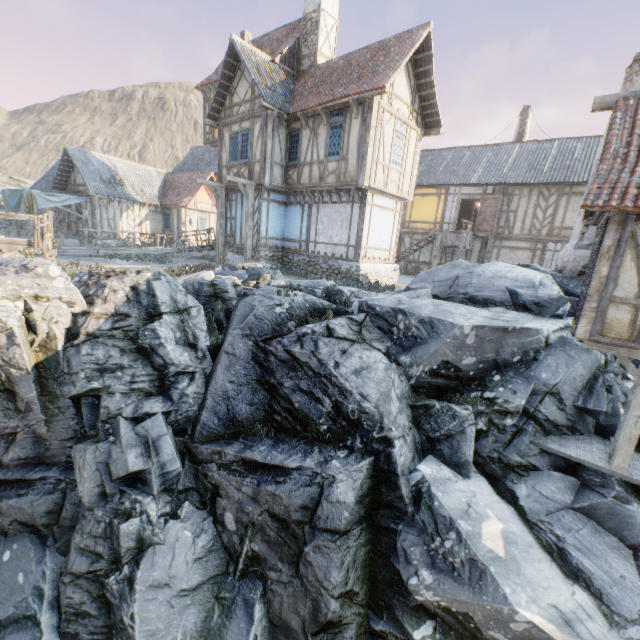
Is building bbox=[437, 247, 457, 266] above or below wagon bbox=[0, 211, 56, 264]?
above

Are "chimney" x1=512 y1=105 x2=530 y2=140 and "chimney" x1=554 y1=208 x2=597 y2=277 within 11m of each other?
no

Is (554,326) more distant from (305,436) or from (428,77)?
(428,77)

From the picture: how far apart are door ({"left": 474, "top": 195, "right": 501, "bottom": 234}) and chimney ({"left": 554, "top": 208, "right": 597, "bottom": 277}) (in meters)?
7.24

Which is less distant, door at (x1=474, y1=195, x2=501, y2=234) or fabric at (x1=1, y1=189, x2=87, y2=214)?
door at (x1=474, y1=195, x2=501, y2=234)

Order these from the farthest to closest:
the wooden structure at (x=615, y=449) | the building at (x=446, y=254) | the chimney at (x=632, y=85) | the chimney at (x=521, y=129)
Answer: the chimney at (x=521, y=129) → the building at (x=446, y=254) → the chimney at (x=632, y=85) → the wooden structure at (x=615, y=449)

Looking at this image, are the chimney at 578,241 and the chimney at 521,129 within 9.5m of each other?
no

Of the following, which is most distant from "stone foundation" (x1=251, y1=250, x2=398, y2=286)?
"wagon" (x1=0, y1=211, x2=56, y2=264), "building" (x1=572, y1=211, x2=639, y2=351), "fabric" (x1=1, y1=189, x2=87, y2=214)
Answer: "fabric" (x1=1, y1=189, x2=87, y2=214)
